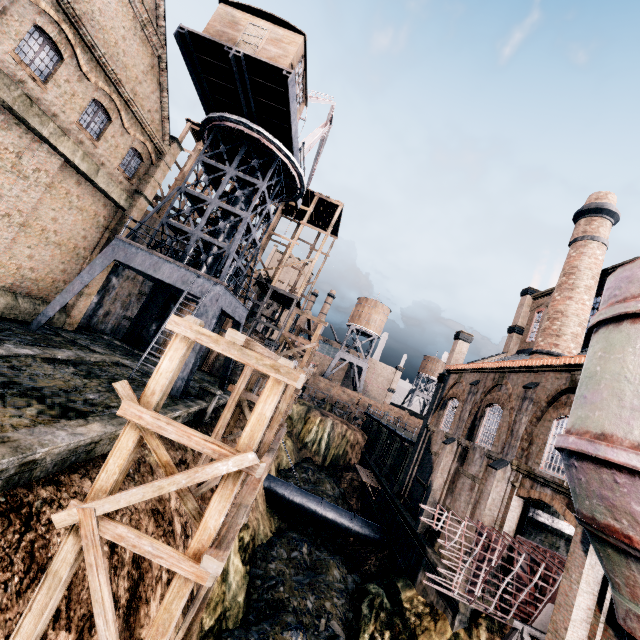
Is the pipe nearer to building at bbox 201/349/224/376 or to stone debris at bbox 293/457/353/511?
stone debris at bbox 293/457/353/511

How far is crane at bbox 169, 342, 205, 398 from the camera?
17.1m

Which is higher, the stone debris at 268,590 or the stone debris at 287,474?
the stone debris at 287,474

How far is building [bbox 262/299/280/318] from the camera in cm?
4588

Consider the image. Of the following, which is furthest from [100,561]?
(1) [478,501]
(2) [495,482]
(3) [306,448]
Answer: (3) [306,448]

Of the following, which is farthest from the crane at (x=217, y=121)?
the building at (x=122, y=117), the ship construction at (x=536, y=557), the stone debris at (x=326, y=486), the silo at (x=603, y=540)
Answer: the silo at (x=603, y=540)

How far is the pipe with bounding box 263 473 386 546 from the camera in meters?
25.8 m

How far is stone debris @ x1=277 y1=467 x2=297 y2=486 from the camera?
33.8 meters
